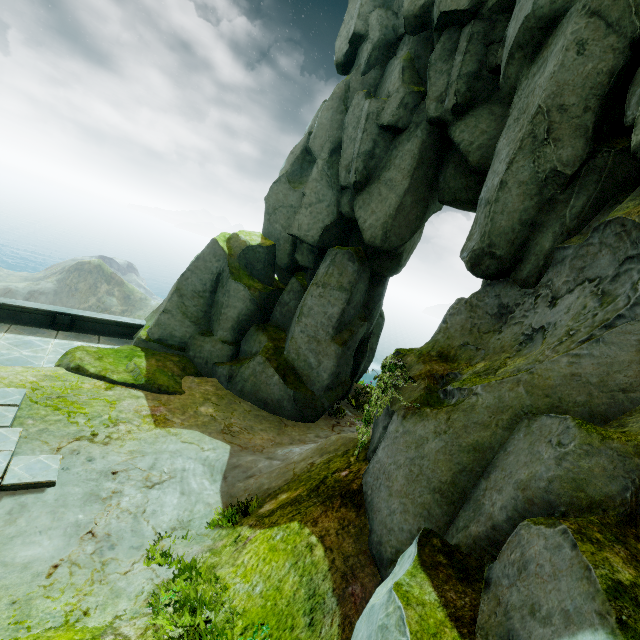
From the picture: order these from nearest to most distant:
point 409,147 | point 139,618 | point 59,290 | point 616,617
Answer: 1. point 616,617
2. point 139,618
3. point 409,147
4. point 59,290
